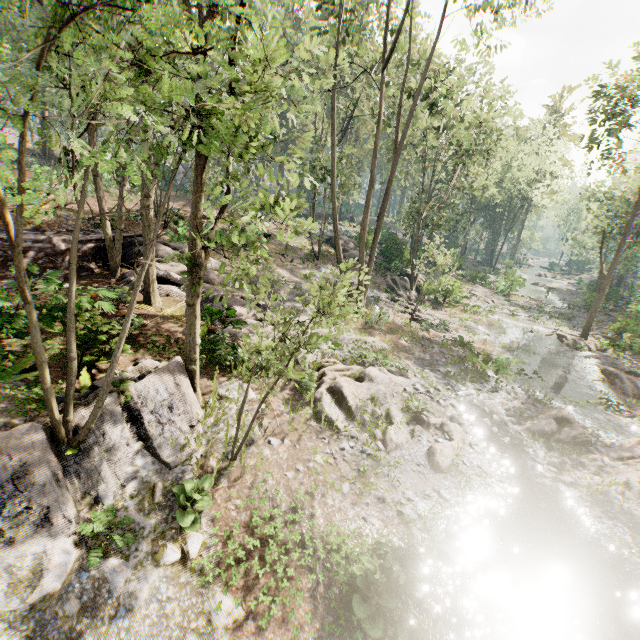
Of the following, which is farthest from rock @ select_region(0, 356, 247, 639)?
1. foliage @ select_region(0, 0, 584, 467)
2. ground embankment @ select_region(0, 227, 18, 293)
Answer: ground embankment @ select_region(0, 227, 18, 293)

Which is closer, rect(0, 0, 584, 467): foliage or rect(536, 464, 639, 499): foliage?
rect(0, 0, 584, 467): foliage

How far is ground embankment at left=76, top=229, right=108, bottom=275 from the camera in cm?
1453

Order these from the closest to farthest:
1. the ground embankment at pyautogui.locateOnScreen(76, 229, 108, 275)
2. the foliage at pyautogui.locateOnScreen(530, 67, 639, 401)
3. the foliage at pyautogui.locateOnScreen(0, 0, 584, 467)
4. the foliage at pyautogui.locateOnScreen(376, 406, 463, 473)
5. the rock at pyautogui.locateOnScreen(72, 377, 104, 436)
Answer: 1. the foliage at pyautogui.locateOnScreen(0, 0, 584, 467)
2. the rock at pyautogui.locateOnScreen(72, 377, 104, 436)
3. the foliage at pyautogui.locateOnScreen(376, 406, 463, 473)
4. the ground embankment at pyautogui.locateOnScreen(76, 229, 108, 275)
5. the foliage at pyautogui.locateOnScreen(530, 67, 639, 401)

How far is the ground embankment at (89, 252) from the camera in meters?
14.5

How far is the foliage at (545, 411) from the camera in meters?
12.3

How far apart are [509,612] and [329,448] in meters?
5.1

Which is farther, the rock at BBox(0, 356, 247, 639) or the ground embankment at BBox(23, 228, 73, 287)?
the ground embankment at BBox(23, 228, 73, 287)
